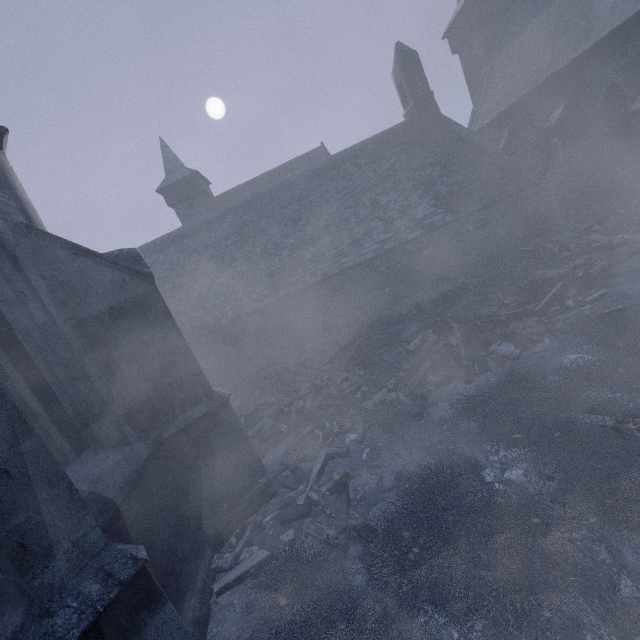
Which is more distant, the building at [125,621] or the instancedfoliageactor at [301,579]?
the instancedfoliageactor at [301,579]

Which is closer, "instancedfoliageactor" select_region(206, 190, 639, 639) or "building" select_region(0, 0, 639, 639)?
"building" select_region(0, 0, 639, 639)

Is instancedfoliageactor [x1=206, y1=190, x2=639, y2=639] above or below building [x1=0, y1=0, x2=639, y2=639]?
below

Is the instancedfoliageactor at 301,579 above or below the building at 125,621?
below

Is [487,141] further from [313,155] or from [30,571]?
[30,571]
